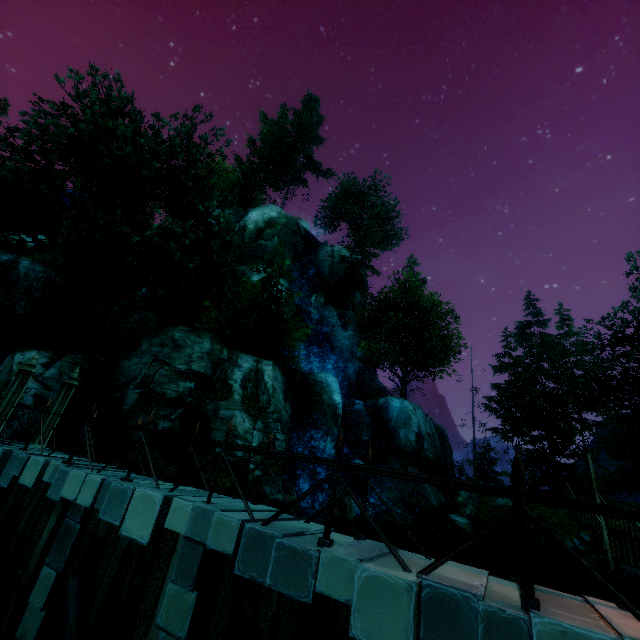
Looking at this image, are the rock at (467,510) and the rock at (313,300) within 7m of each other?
no

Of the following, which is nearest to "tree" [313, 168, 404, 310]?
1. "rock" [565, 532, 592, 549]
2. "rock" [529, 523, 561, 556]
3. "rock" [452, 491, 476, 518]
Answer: "rock" [452, 491, 476, 518]

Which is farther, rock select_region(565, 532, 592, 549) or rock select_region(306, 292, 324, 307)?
rock select_region(306, 292, 324, 307)

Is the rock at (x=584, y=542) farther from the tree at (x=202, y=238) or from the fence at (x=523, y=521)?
the tree at (x=202, y=238)

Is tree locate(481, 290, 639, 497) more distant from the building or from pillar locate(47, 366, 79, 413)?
pillar locate(47, 366, 79, 413)

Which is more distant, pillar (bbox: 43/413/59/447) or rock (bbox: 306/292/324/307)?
rock (bbox: 306/292/324/307)

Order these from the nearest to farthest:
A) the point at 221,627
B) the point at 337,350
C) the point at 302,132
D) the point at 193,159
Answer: the point at 221,627
the point at 193,159
the point at 337,350
the point at 302,132

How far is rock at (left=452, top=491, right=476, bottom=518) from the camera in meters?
26.1 m
